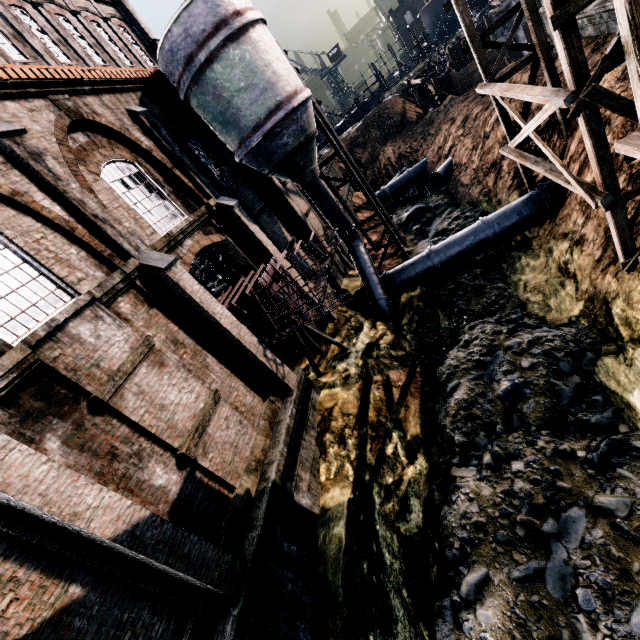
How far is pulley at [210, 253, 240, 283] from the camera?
18.5 meters

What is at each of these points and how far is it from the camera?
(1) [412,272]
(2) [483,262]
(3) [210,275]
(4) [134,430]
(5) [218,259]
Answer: (1) pipe, 18.4 meters
(2) stone debris, 18.8 meters
(3) wooden barrel, 26.5 meters
(4) building, 7.9 meters
(5) pulley, 19.0 meters

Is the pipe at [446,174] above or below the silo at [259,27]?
below

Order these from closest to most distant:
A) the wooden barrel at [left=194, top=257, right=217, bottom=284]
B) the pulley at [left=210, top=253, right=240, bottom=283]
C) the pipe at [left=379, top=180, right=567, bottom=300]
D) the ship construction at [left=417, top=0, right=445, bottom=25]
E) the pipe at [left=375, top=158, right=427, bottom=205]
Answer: the pipe at [left=379, top=180, right=567, bottom=300], the pulley at [left=210, top=253, right=240, bottom=283], the wooden barrel at [left=194, top=257, right=217, bottom=284], the pipe at [left=375, top=158, right=427, bottom=205], the ship construction at [left=417, top=0, right=445, bottom=25]

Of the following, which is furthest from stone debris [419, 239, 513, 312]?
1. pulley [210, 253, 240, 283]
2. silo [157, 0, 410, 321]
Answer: pulley [210, 253, 240, 283]

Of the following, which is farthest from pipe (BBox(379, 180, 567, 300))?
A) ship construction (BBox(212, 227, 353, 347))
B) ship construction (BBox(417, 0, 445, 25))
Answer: ship construction (BBox(417, 0, 445, 25))

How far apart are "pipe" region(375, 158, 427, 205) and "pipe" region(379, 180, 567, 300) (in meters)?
16.57

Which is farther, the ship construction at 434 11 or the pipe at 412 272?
the ship construction at 434 11
